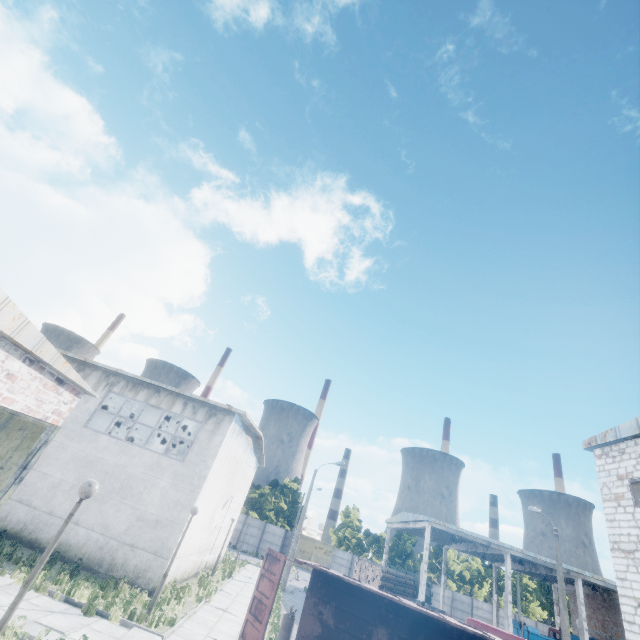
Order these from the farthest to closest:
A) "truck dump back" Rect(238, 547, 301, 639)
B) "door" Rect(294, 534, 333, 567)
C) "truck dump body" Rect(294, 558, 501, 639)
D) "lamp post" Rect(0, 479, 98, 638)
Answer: "door" Rect(294, 534, 333, 567)
"truck dump back" Rect(238, 547, 301, 639)
"truck dump body" Rect(294, 558, 501, 639)
"lamp post" Rect(0, 479, 98, 638)

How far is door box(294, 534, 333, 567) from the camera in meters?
47.6

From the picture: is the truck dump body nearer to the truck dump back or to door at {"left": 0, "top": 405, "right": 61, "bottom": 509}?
the truck dump back

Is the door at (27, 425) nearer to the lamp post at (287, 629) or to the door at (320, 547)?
the lamp post at (287, 629)

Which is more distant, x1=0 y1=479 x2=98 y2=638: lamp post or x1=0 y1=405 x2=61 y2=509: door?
x1=0 y1=479 x2=98 y2=638: lamp post

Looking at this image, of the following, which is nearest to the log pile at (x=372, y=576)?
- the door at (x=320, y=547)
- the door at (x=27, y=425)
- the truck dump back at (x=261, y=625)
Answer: the door at (x=320, y=547)

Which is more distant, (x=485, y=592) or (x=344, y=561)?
(x=485, y=592)

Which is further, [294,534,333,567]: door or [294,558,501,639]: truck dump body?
[294,534,333,567]: door
